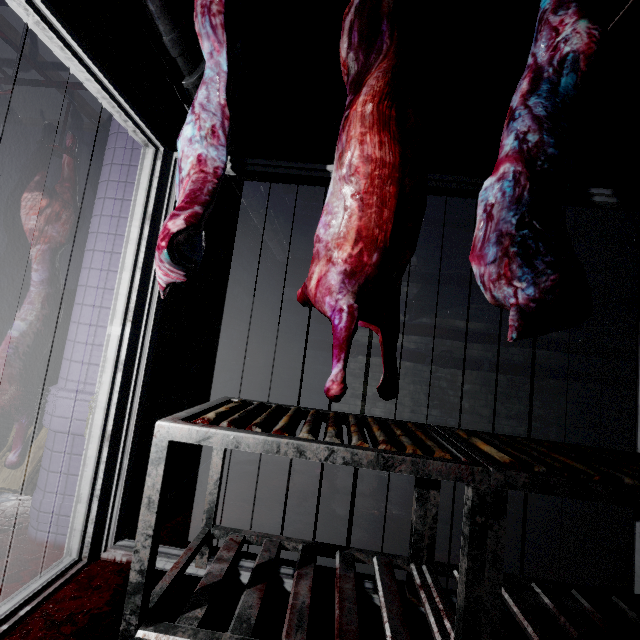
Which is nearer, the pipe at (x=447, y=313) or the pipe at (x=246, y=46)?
the pipe at (x=246, y=46)

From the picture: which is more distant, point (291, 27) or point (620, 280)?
point (620, 280)

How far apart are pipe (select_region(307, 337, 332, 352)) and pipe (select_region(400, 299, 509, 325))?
0.11m

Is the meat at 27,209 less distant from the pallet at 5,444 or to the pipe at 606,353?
the pallet at 5,444

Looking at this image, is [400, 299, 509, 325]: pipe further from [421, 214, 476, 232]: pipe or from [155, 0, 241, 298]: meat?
[155, 0, 241, 298]: meat

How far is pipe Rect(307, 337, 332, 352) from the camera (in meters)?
4.50

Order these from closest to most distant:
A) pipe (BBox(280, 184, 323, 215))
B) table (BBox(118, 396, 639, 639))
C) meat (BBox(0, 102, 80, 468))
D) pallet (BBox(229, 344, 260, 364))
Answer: table (BBox(118, 396, 639, 639))
meat (BBox(0, 102, 80, 468))
pallet (BBox(229, 344, 260, 364))
pipe (BBox(280, 184, 323, 215))

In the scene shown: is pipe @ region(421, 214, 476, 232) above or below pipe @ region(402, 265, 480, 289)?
above
